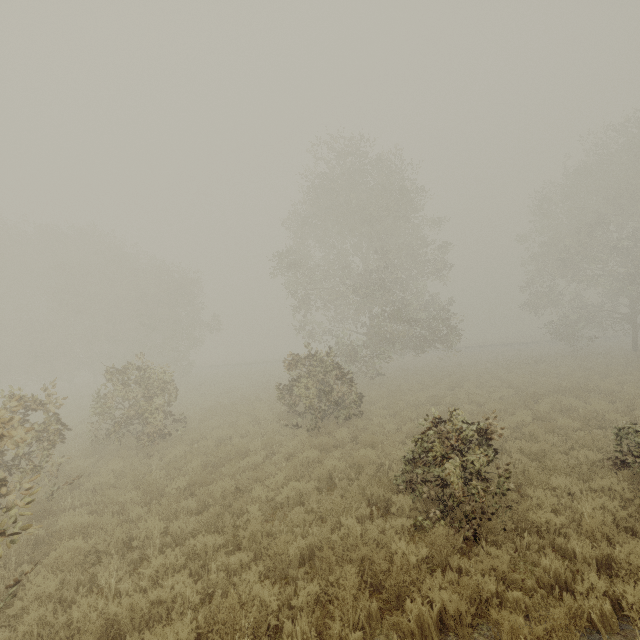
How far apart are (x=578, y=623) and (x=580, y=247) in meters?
28.5 m
